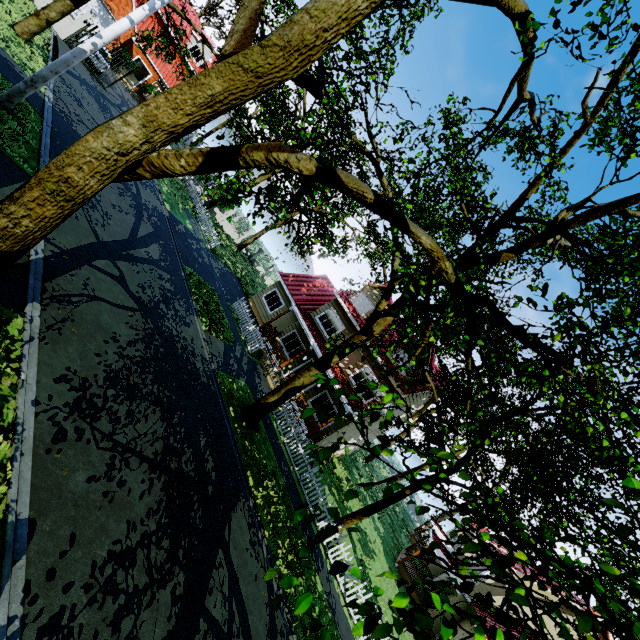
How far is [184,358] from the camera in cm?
1140

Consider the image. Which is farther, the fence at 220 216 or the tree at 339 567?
the fence at 220 216

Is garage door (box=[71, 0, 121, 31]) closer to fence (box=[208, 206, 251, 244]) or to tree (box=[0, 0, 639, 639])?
tree (box=[0, 0, 639, 639])

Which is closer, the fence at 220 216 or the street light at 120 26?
the street light at 120 26

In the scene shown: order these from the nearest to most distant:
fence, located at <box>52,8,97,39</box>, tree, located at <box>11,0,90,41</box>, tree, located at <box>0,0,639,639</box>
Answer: tree, located at <box>0,0,639,639</box>
tree, located at <box>11,0,90,41</box>
fence, located at <box>52,8,97,39</box>

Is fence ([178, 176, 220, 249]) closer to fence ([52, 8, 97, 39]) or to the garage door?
fence ([52, 8, 97, 39])

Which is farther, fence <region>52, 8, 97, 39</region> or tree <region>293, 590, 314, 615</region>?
fence <region>52, 8, 97, 39</region>

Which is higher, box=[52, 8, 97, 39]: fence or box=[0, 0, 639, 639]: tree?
box=[0, 0, 639, 639]: tree
